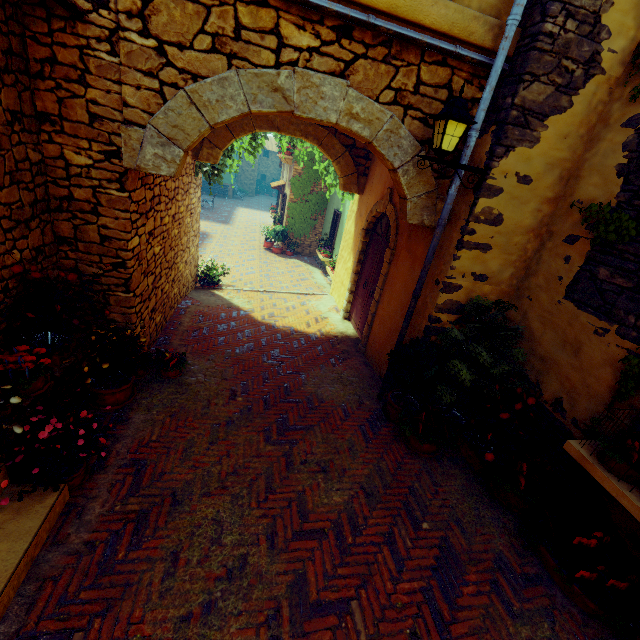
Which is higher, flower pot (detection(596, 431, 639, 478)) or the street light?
the street light

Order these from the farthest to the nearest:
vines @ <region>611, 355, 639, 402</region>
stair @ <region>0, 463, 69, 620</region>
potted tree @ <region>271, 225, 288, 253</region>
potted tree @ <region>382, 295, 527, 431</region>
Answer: potted tree @ <region>271, 225, 288, 253</region> → potted tree @ <region>382, 295, 527, 431</region> → vines @ <region>611, 355, 639, 402</region> → stair @ <region>0, 463, 69, 620</region>

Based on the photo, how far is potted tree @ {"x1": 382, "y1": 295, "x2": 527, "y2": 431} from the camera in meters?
4.0

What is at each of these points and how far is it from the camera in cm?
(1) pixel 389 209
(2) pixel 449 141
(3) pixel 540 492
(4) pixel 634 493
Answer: (1) stone doorway, 620
(2) street light, 346
(3) flower pot, 355
(4) window sill, 269

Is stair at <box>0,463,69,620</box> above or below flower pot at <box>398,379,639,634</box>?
below

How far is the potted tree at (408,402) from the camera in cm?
400

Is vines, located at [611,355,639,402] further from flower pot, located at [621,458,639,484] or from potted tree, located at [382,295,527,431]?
potted tree, located at [382,295,527,431]

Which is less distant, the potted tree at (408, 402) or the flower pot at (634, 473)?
the flower pot at (634, 473)
